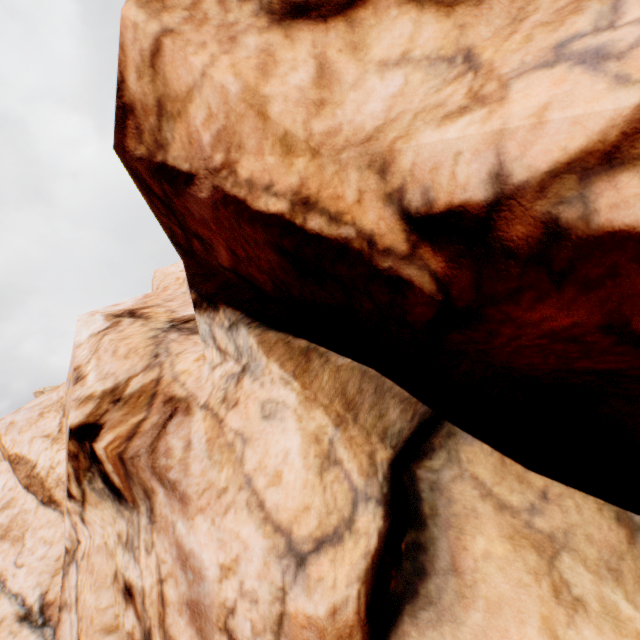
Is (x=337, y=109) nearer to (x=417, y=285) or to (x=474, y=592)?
(x=417, y=285)
